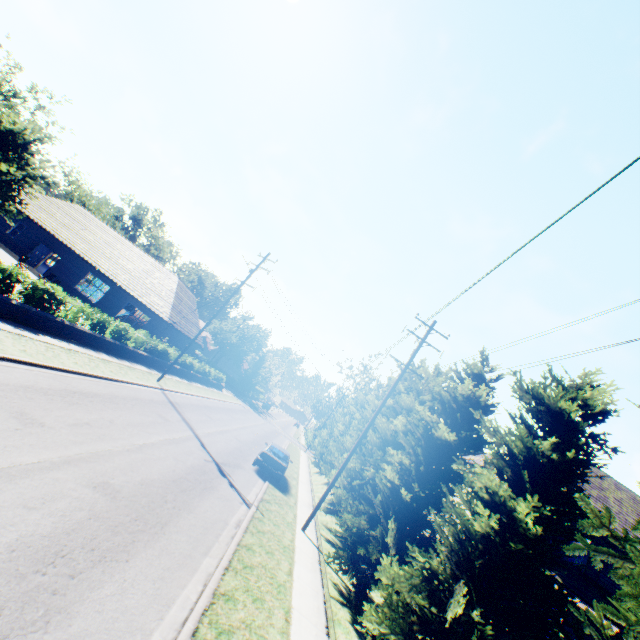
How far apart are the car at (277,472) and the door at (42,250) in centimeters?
2740cm

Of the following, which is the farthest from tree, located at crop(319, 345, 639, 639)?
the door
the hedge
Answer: the hedge

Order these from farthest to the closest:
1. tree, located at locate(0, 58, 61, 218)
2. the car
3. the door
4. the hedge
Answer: the hedge < the door < the car < tree, located at locate(0, 58, 61, 218)

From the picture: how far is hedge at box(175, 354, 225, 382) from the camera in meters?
31.0

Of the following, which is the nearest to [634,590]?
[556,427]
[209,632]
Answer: [556,427]

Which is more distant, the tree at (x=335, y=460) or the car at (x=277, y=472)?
the tree at (x=335, y=460)

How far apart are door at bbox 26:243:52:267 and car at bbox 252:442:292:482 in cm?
2740

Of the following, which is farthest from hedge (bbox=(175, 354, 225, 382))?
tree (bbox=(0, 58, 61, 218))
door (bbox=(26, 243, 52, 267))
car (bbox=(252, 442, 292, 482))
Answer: door (bbox=(26, 243, 52, 267))
